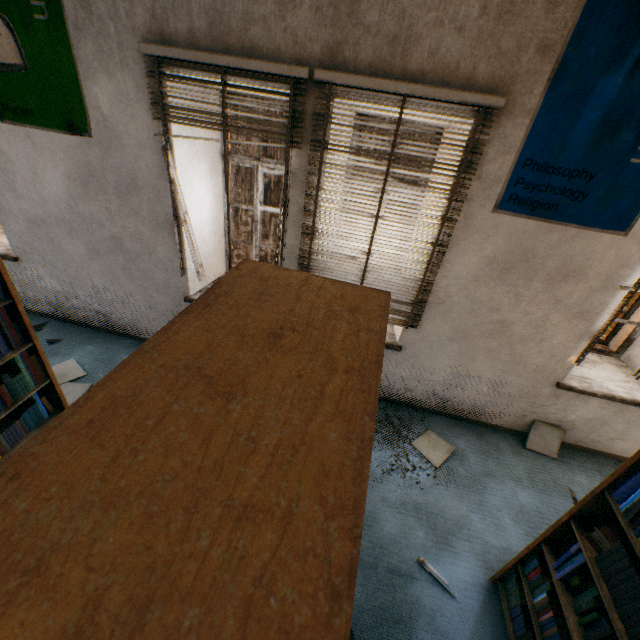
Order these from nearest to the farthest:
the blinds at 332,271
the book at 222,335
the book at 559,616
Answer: the book at 222,335 < the book at 559,616 < the blinds at 332,271

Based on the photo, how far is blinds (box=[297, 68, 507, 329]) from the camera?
2.2 meters

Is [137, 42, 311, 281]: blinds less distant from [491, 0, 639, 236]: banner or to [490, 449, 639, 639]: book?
[491, 0, 639, 236]: banner

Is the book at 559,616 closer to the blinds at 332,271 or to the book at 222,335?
the book at 222,335

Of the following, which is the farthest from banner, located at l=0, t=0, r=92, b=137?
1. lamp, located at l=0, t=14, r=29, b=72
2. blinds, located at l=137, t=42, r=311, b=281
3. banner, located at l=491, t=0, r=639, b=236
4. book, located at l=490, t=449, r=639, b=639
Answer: book, located at l=490, t=449, r=639, b=639

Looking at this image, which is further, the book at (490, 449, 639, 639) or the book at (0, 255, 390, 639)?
the book at (490, 449, 639, 639)

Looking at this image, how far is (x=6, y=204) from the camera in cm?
344
